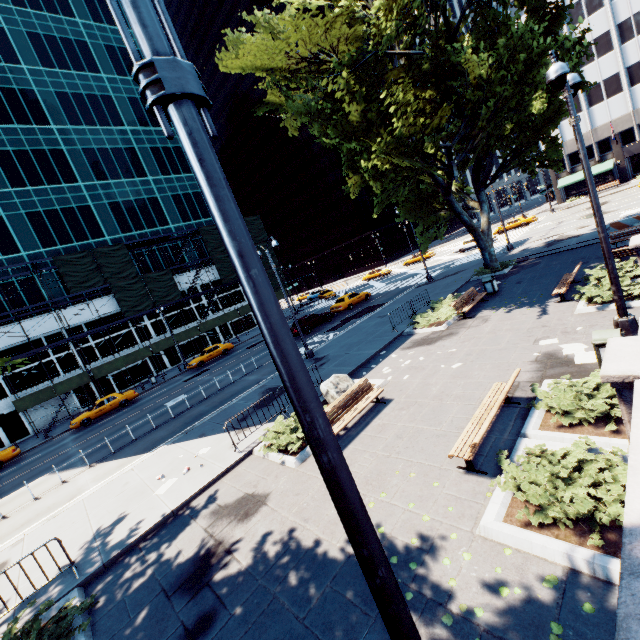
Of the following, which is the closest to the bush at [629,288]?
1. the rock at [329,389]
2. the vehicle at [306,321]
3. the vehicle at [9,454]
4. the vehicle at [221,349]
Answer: the rock at [329,389]

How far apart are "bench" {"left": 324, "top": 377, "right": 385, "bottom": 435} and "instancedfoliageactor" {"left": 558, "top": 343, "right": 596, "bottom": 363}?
5.32m

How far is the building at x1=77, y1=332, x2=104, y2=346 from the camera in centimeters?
3572cm

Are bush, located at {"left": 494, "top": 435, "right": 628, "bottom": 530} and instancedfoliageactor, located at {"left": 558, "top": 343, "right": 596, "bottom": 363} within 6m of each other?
yes

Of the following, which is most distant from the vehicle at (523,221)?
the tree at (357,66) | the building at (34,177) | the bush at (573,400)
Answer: the bush at (573,400)

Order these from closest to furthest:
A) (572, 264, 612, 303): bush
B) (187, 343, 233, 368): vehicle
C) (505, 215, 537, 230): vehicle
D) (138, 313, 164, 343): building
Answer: (572, 264, 612, 303): bush → (187, 343, 233, 368): vehicle → (138, 313, 164, 343): building → (505, 215, 537, 230): vehicle

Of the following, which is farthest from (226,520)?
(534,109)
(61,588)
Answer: (534,109)

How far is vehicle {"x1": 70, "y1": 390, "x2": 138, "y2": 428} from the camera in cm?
2644
